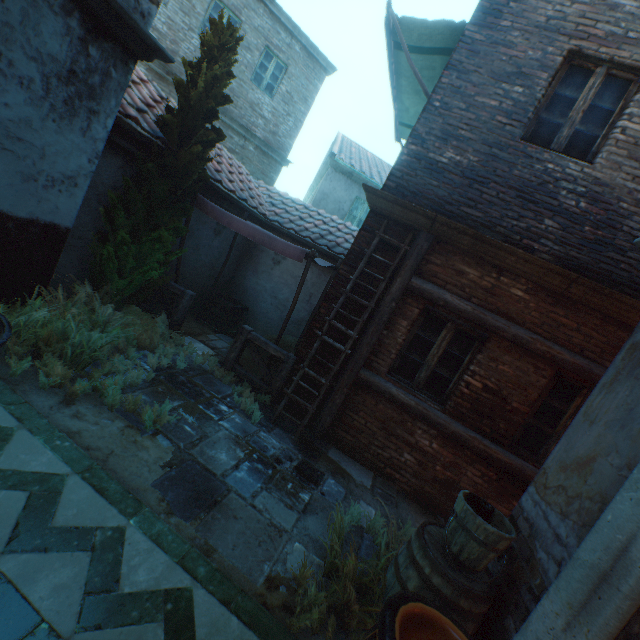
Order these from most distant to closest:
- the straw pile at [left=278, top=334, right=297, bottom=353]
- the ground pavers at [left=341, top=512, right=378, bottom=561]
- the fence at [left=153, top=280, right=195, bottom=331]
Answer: the straw pile at [left=278, top=334, right=297, bottom=353] → the fence at [left=153, top=280, right=195, bottom=331] → the ground pavers at [left=341, top=512, right=378, bottom=561]

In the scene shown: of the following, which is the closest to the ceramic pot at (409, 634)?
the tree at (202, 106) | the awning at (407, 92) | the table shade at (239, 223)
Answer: the table shade at (239, 223)

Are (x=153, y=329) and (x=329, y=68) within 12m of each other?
no

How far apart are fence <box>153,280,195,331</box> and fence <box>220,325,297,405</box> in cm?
118

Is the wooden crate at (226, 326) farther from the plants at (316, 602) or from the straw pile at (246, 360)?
the plants at (316, 602)

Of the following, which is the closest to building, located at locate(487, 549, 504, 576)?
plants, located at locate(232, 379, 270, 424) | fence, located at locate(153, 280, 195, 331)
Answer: plants, located at locate(232, 379, 270, 424)

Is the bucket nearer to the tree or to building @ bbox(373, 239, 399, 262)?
building @ bbox(373, 239, 399, 262)

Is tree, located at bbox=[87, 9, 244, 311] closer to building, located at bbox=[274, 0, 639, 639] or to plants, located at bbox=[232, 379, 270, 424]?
building, located at bbox=[274, 0, 639, 639]
